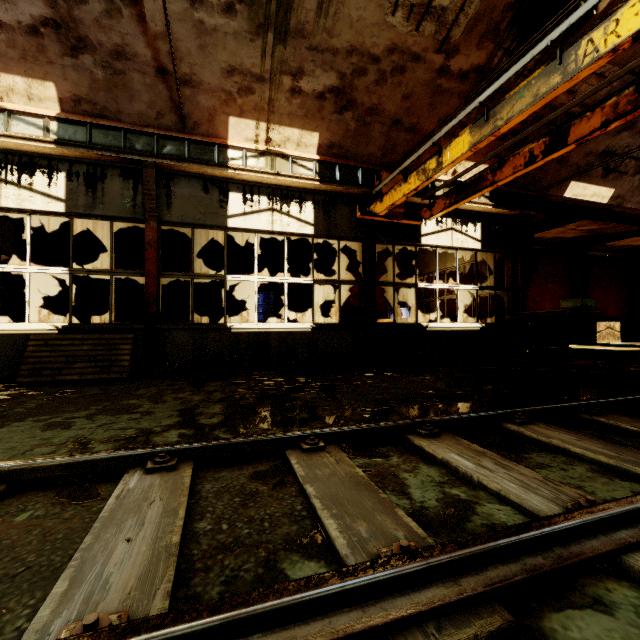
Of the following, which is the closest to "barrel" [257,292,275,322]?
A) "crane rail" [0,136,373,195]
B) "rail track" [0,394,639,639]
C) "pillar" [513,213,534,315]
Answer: "crane rail" [0,136,373,195]

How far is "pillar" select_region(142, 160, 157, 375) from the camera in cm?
633

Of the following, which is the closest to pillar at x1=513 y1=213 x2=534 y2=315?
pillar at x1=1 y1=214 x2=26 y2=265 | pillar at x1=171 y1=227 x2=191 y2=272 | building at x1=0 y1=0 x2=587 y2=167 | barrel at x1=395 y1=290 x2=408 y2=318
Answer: building at x1=0 y1=0 x2=587 y2=167

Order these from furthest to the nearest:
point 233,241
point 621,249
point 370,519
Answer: point 621,249 < point 233,241 < point 370,519

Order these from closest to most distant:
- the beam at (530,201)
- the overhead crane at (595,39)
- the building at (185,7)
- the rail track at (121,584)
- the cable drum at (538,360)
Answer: the rail track at (121,584), the overhead crane at (595,39), the building at (185,7), the cable drum at (538,360), the beam at (530,201)

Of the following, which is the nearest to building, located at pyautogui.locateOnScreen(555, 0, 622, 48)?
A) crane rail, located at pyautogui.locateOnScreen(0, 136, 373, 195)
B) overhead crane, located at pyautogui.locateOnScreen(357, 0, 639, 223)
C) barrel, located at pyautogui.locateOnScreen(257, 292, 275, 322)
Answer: overhead crane, located at pyautogui.locateOnScreen(357, 0, 639, 223)

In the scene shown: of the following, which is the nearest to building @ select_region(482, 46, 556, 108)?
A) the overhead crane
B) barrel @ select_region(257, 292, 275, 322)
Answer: the overhead crane

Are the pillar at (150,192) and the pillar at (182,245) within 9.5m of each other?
yes
